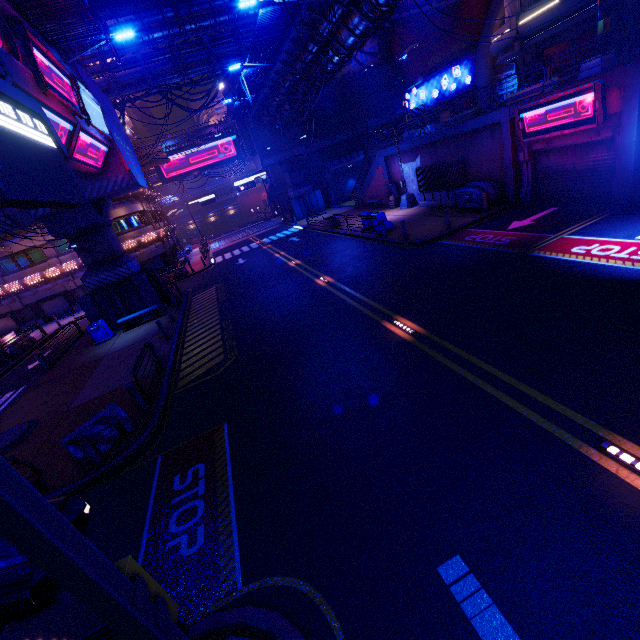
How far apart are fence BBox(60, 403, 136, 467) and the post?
0.2 meters

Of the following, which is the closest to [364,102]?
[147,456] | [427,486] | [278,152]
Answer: [278,152]

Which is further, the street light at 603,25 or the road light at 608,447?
the street light at 603,25

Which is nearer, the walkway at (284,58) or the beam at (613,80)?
the beam at (613,80)

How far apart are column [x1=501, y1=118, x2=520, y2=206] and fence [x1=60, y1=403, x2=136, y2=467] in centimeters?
2020cm

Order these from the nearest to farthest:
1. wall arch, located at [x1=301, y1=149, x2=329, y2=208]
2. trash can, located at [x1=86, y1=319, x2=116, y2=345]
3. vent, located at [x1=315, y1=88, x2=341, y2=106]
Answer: trash can, located at [x1=86, y1=319, x2=116, y2=345] → vent, located at [x1=315, y1=88, x2=341, y2=106] → wall arch, located at [x1=301, y1=149, x2=329, y2=208]

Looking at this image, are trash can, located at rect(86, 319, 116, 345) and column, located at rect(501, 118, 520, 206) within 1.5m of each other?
no

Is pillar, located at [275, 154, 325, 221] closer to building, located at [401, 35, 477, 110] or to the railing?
building, located at [401, 35, 477, 110]
